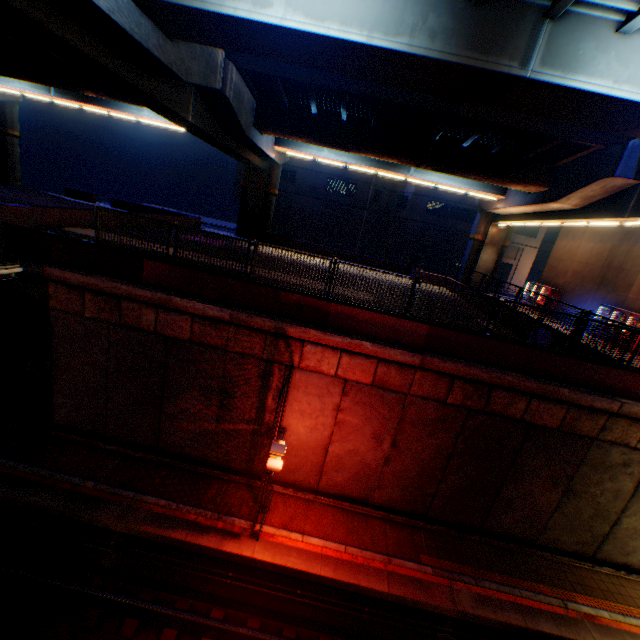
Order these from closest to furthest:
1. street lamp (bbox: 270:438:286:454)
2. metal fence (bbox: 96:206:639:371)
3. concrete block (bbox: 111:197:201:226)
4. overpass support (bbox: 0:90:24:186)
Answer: street lamp (bbox: 270:438:286:454)
metal fence (bbox: 96:206:639:371)
concrete block (bbox: 111:197:201:226)
overpass support (bbox: 0:90:24:186)

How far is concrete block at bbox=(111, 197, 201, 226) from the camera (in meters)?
24.77

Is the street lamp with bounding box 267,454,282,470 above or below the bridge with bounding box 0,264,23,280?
below

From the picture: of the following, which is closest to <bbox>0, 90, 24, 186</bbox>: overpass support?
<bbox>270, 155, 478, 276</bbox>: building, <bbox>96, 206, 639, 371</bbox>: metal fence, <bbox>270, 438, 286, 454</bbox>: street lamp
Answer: <bbox>96, 206, 639, 371</bbox>: metal fence

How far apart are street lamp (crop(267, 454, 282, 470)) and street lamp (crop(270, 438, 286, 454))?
Answer: 0.3 meters

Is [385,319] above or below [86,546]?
above

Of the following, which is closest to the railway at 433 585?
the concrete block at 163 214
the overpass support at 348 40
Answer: the overpass support at 348 40

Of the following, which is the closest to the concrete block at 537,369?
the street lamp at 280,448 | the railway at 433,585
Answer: the street lamp at 280,448
